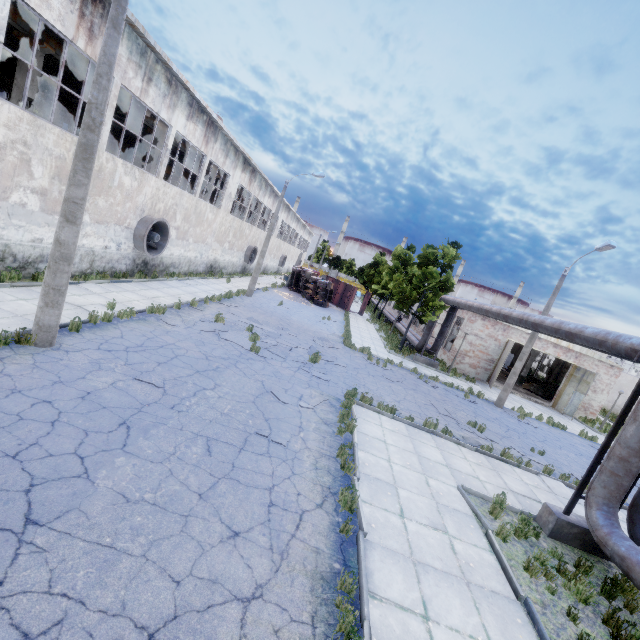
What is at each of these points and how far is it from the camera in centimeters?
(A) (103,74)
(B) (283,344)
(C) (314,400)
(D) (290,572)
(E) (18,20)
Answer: (A) lamp post, 682cm
(B) asphalt debris, 1553cm
(C) asphalt debris, 1059cm
(D) asphalt debris, 458cm
(E) beam, 1103cm

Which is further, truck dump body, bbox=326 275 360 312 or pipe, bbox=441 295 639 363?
truck dump body, bbox=326 275 360 312

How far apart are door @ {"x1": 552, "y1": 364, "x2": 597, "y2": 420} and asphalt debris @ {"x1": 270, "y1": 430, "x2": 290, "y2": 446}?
24.80m

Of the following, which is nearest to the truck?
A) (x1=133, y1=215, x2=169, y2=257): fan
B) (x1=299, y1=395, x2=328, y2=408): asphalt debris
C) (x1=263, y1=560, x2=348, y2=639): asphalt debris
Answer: (x1=133, y1=215, x2=169, y2=257): fan

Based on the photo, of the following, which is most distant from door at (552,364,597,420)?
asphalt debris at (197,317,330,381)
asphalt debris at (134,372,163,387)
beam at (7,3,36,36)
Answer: beam at (7,3,36,36)

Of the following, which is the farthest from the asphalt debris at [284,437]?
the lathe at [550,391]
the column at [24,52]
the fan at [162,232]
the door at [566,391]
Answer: the lathe at [550,391]

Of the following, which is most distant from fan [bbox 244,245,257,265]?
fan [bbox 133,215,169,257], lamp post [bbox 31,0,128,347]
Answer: lamp post [bbox 31,0,128,347]

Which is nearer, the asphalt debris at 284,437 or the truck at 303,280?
the asphalt debris at 284,437
